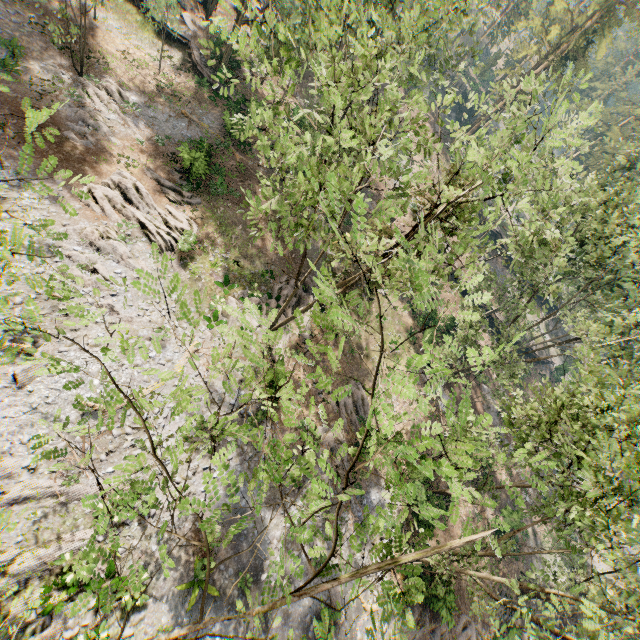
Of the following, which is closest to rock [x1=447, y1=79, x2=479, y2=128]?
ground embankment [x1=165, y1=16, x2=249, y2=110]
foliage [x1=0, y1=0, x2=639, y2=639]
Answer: foliage [x1=0, y1=0, x2=639, y2=639]

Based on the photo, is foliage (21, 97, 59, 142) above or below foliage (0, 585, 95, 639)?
above

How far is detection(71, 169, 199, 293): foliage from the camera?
7.62m

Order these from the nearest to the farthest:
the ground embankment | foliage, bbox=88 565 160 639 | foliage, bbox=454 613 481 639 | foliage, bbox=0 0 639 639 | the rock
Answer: foliage, bbox=0 0 639 639
foliage, bbox=88 565 160 639
foliage, bbox=454 613 481 639
the ground embankment
the rock

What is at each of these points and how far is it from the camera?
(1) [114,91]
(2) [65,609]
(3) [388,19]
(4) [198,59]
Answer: (1) foliage, 25.05m
(2) foliage, 12.66m
(3) foliage, 18.52m
(4) ground embankment, 30.67m

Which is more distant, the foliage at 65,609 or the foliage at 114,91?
the foliage at 114,91

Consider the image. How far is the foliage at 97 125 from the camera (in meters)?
22.66
